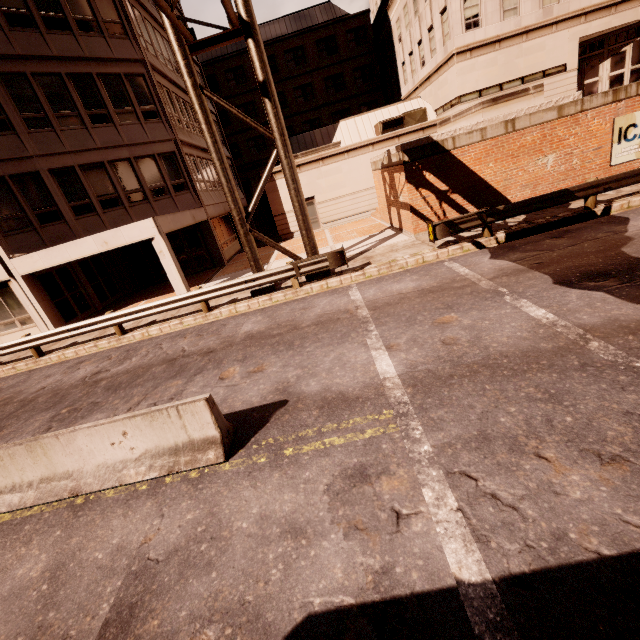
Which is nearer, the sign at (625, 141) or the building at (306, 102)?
the sign at (625, 141)

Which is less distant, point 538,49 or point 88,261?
point 88,261

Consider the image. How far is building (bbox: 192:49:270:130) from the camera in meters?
35.3

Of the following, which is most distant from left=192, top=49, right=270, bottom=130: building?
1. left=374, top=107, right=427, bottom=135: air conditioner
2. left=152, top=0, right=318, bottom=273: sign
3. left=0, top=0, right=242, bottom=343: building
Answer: left=152, top=0, right=318, bottom=273: sign

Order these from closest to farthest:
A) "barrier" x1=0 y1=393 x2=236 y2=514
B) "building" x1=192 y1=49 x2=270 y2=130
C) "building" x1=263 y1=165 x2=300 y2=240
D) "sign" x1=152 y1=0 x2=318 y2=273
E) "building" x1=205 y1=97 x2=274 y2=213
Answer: "barrier" x1=0 y1=393 x2=236 y2=514
"sign" x1=152 y1=0 x2=318 y2=273
"building" x1=263 y1=165 x2=300 y2=240
"building" x1=205 y1=97 x2=274 y2=213
"building" x1=192 y1=49 x2=270 y2=130
